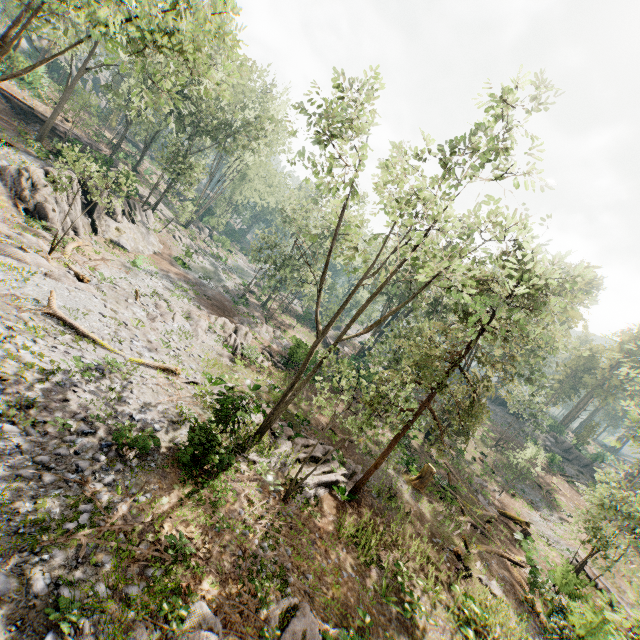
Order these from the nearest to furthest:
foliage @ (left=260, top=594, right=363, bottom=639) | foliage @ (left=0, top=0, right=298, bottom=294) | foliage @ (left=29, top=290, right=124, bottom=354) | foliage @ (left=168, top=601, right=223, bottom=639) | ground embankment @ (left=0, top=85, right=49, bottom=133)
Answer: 1. foliage @ (left=168, top=601, right=223, bottom=639)
2. foliage @ (left=260, top=594, right=363, bottom=639)
3. foliage @ (left=0, top=0, right=298, bottom=294)
4. foliage @ (left=29, top=290, right=124, bottom=354)
5. ground embankment @ (left=0, top=85, right=49, bottom=133)

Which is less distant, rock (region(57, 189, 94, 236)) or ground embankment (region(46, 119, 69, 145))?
rock (region(57, 189, 94, 236))

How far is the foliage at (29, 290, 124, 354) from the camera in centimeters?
1371cm

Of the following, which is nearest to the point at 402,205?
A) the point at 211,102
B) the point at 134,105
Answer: the point at 134,105

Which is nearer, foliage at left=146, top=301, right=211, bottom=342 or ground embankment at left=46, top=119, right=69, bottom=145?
foliage at left=146, top=301, right=211, bottom=342

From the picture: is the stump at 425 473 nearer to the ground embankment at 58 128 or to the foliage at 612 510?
the foliage at 612 510

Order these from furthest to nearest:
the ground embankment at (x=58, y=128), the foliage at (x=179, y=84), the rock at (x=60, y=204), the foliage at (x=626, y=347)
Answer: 1. the ground embankment at (x=58, y=128)
2. the foliage at (x=626, y=347)
3. the rock at (x=60, y=204)
4. the foliage at (x=179, y=84)

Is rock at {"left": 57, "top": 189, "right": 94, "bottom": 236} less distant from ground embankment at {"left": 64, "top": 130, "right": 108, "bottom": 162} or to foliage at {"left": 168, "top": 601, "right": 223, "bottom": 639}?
foliage at {"left": 168, "top": 601, "right": 223, "bottom": 639}
